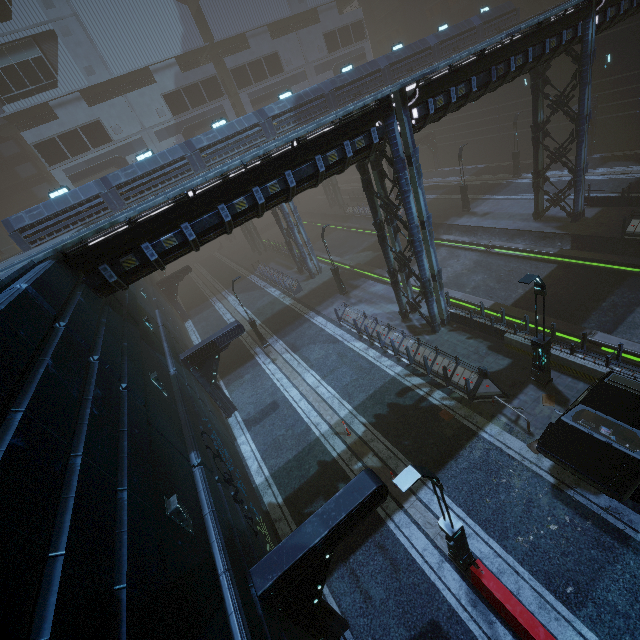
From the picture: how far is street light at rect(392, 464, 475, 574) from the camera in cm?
683

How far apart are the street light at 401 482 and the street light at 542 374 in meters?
6.9 m

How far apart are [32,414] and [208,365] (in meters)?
13.73

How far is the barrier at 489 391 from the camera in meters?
12.6

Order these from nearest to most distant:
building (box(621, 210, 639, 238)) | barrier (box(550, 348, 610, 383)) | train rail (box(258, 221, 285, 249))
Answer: barrier (box(550, 348, 610, 383)) → building (box(621, 210, 639, 238)) → train rail (box(258, 221, 285, 249))

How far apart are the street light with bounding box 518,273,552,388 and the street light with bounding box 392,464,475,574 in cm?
691

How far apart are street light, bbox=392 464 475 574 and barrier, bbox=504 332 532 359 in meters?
8.2

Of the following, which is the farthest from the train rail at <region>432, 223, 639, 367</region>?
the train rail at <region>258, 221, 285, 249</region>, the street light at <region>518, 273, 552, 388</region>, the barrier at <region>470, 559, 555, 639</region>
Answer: the barrier at <region>470, 559, 555, 639</region>
